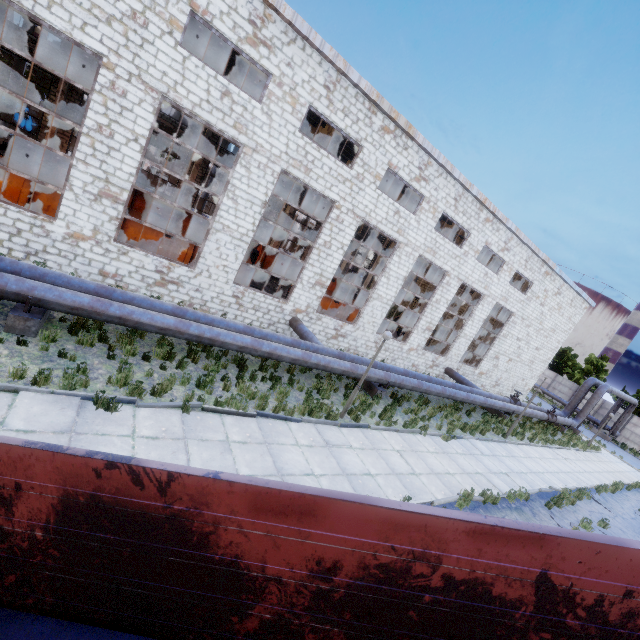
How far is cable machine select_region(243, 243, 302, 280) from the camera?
28.1m

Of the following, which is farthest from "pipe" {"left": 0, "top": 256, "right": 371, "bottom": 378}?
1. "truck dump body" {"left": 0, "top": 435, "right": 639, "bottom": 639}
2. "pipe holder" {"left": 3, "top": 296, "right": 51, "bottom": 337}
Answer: "truck dump body" {"left": 0, "top": 435, "right": 639, "bottom": 639}

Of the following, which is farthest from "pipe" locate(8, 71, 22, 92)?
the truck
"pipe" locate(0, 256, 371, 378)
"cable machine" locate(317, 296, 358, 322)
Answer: "cable machine" locate(317, 296, 358, 322)

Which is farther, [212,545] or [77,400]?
[77,400]

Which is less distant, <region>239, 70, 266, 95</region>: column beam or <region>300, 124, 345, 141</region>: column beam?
<region>239, 70, 266, 95</region>: column beam

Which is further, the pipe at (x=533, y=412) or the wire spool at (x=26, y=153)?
the pipe at (x=533, y=412)

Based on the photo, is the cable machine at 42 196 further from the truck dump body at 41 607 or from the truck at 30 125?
the truck at 30 125

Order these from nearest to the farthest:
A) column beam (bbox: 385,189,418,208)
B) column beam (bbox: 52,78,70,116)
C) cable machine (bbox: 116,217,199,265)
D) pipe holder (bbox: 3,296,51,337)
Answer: pipe holder (bbox: 3,296,51,337), cable machine (bbox: 116,217,199,265), column beam (bbox: 52,78,70,116), column beam (bbox: 385,189,418,208)
